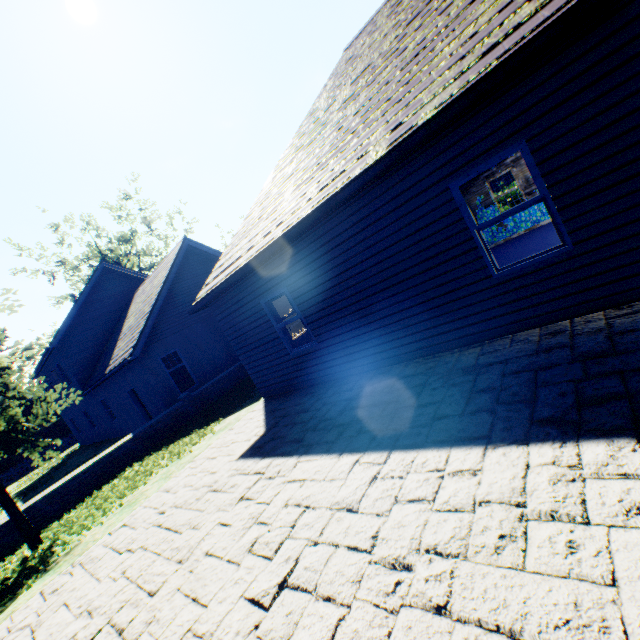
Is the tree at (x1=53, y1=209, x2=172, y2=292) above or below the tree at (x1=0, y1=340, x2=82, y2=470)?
above

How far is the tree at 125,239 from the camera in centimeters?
3469cm

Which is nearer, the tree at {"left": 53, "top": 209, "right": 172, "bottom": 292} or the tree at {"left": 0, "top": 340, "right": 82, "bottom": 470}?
the tree at {"left": 0, "top": 340, "right": 82, "bottom": 470}

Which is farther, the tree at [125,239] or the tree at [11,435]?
the tree at [125,239]

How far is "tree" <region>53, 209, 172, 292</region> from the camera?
34.7 meters

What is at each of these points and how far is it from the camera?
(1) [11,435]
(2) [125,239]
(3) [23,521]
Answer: (1) tree, 8.2 meters
(2) tree, 34.4 meters
(3) tree, 7.5 meters
